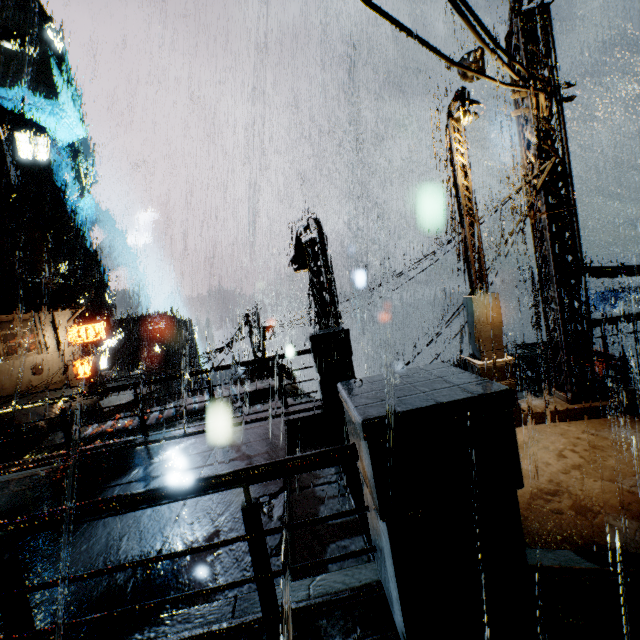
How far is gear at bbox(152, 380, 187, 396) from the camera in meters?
44.9

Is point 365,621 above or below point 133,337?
below

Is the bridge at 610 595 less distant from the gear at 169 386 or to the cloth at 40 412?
the cloth at 40 412

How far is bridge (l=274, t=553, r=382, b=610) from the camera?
2.4m

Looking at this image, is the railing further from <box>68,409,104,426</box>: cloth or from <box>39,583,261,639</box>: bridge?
<box>68,409,104,426</box>: cloth

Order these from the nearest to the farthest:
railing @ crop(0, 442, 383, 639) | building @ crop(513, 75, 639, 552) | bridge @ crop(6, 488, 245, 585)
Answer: railing @ crop(0, 442, 383, 639)
bridge @ crop(6, 488, 245, 585)
building @ crop(513, 75, 639, 552)

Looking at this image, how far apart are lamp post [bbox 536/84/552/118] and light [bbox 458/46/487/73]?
2.17m

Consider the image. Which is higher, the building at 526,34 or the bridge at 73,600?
the building at 526,34
